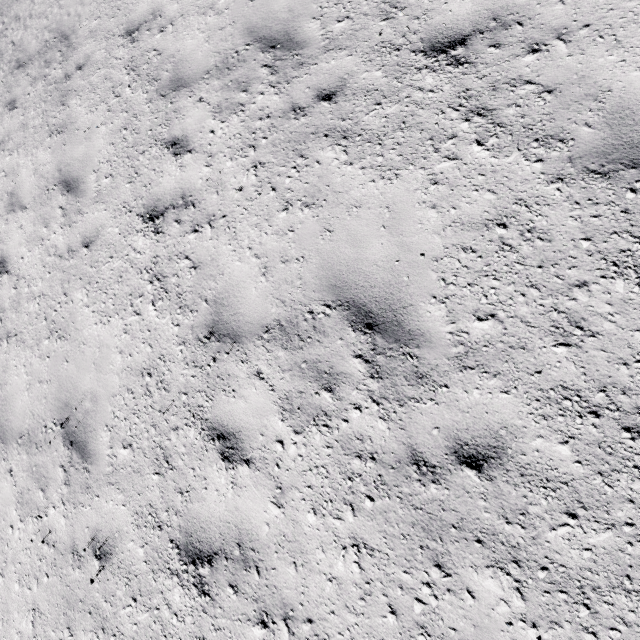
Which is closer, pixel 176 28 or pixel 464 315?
pixel 464 315
